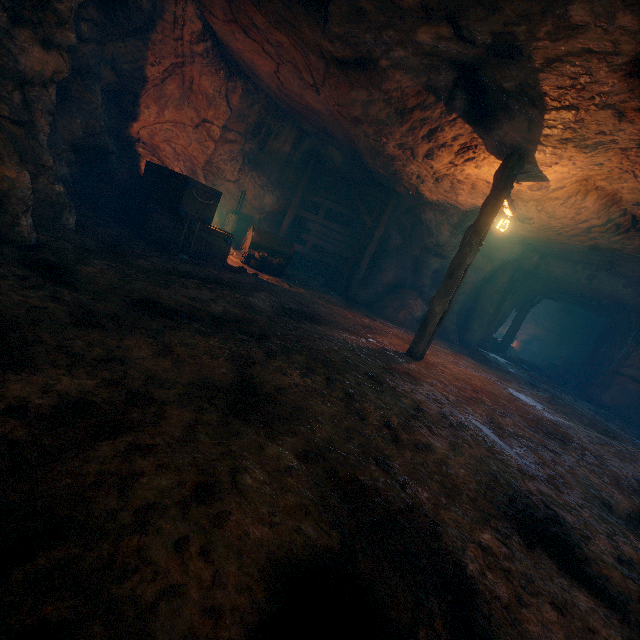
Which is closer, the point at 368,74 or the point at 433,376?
the point at 368,74

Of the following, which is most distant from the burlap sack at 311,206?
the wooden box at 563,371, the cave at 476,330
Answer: the wooden box at 563,371

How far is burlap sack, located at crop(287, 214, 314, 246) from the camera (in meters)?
14.34

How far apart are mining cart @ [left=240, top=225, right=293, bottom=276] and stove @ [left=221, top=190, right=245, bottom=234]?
1.7m

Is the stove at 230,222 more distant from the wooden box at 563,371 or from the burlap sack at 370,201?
the wooden box at 563,371

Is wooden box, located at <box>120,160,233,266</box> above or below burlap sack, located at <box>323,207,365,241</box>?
below

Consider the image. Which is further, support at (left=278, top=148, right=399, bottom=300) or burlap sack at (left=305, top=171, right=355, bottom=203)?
burlap sack at (left=305, top=171, right=355, bottom=203)

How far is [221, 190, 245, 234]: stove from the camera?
11.7 meters
